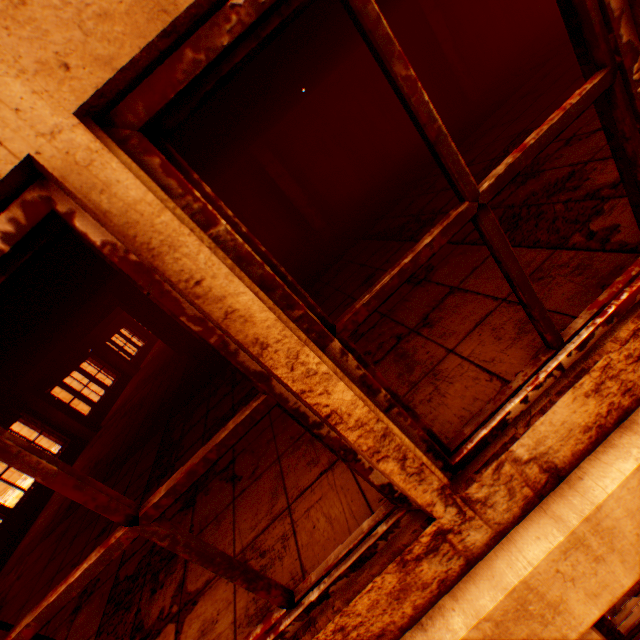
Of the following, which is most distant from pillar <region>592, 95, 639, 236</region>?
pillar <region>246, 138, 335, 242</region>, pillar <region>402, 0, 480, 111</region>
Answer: pillar <region>402, 0, 480, 111</region>

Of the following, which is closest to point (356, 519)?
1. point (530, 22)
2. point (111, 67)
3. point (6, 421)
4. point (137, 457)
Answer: point (111, 67)

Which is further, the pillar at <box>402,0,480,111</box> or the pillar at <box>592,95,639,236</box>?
the pillar at <box>402,0,480,111</box>

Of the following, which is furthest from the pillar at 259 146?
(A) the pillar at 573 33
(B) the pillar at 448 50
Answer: (A) the pillar at 573 33

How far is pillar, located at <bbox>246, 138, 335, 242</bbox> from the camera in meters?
7.1
